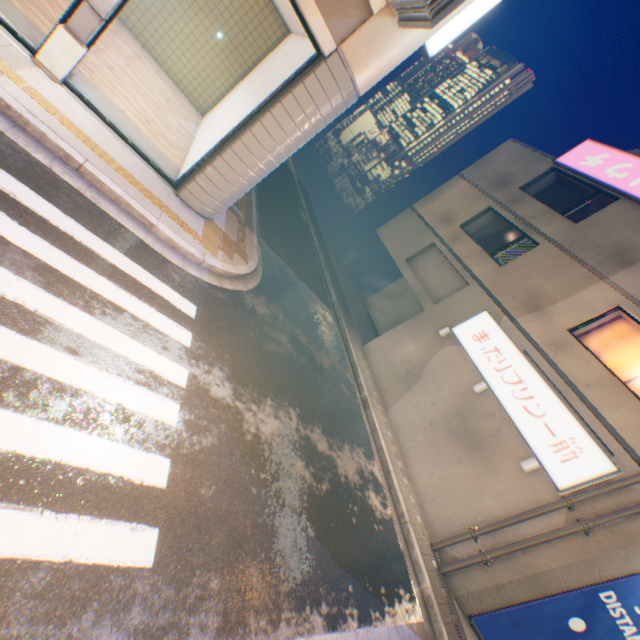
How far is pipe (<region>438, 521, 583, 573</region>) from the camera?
7.8m

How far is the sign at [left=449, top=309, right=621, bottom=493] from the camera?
8.36m

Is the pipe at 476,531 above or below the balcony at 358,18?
below

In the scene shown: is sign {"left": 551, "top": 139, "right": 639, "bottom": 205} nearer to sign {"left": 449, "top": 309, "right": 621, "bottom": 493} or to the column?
sign {"left": 449, "top": 309, "right": 621, "bottom": 493}

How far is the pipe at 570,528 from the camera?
7.8m

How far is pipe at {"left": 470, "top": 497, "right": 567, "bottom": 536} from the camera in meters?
8.2

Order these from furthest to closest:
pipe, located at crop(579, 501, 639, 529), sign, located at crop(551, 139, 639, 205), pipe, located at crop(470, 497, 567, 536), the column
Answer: sign, located at crop(551, 139, 639, 205)
pipe, located at crop(470, 497, 567, 536)
pipe, located at crop(579, 501, 639, 529)
the column

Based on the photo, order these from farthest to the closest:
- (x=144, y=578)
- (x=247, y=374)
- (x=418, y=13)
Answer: (x=247, y=374), (x=418, y=13), (x=144, y=578)
